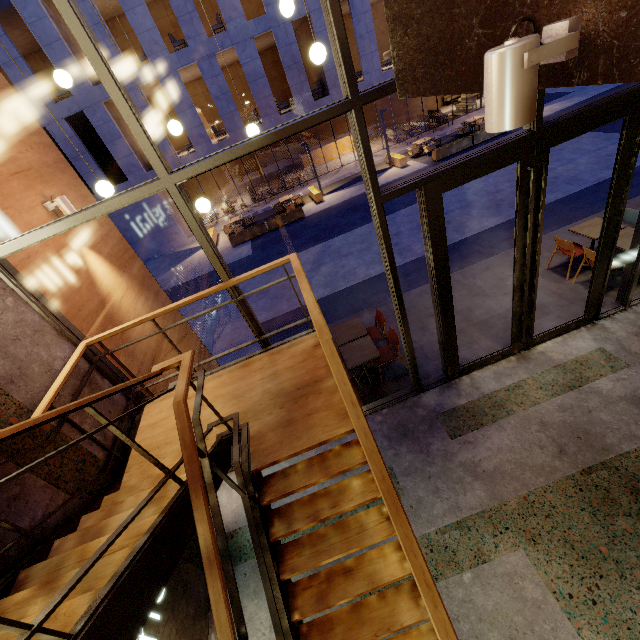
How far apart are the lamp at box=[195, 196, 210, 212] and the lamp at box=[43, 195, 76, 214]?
1.8m

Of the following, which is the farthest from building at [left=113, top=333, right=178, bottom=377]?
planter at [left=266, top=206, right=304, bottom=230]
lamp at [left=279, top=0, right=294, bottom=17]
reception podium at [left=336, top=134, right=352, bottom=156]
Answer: reception podium at [left=336, top=134, right=352, bottom=156]

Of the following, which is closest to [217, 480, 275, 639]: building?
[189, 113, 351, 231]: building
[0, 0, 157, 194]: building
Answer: [0, 0, 157, 194]: building

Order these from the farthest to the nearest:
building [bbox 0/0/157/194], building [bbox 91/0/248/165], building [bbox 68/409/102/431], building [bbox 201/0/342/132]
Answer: building [bbox 201/0/342/132] < building [bbox 91/0/248/165] < building [bbox 0/0/157/194] < building [bbox 68/409/102/431]

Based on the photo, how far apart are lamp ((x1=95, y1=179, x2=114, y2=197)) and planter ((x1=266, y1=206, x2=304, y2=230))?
12.8m

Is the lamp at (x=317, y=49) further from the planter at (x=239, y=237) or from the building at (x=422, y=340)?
the planter at (x=239, y=237)

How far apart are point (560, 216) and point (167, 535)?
11.6 meters

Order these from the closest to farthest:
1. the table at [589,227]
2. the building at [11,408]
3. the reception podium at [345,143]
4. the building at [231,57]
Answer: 1. the building at [11,408]
2. the table at [589,227]
3. the building at [231,57]
4. the reception podium at [345,143]
